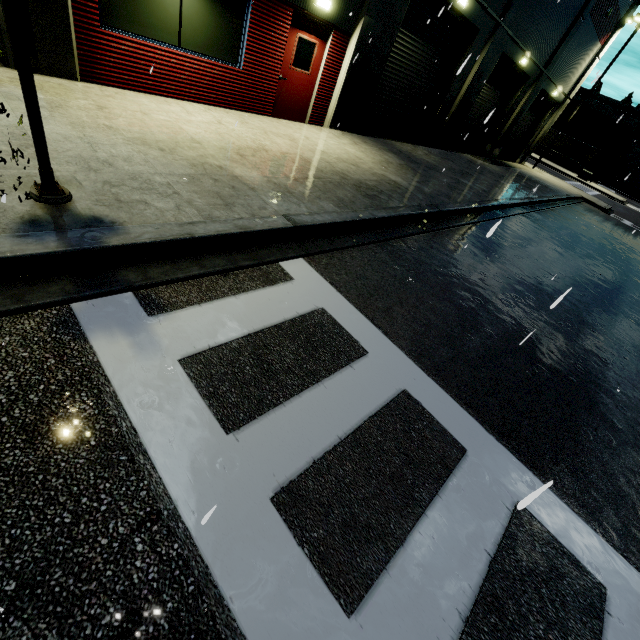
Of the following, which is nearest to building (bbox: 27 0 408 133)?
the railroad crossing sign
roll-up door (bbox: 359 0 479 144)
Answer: roll-up door (bbox: 359 0 479 144)

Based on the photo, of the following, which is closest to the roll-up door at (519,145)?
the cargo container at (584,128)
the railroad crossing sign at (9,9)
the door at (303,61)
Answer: the cargo container at (584,128)

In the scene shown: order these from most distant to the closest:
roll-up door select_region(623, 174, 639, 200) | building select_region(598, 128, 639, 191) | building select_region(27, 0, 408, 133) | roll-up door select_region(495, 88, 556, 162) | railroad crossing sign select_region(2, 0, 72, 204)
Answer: roll-up door select_region(623, 174, 639, 200) < building select_region(598, 128, 639, 191) < roll-up door select_region(495, 88, 556, 162) < building select_region(27, 0, 408, 133) < railroad crossing sign select_region(2, 0, 72, 204)

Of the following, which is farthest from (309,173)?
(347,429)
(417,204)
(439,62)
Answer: (439,62)

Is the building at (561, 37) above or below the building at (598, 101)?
below

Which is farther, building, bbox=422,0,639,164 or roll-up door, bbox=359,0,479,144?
building, bbox=422,0,639,164

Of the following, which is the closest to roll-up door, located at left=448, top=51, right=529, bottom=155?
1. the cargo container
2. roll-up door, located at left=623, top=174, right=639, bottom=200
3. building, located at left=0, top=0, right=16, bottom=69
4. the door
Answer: building, located at left=0, top=0, right=16, bottom=69
